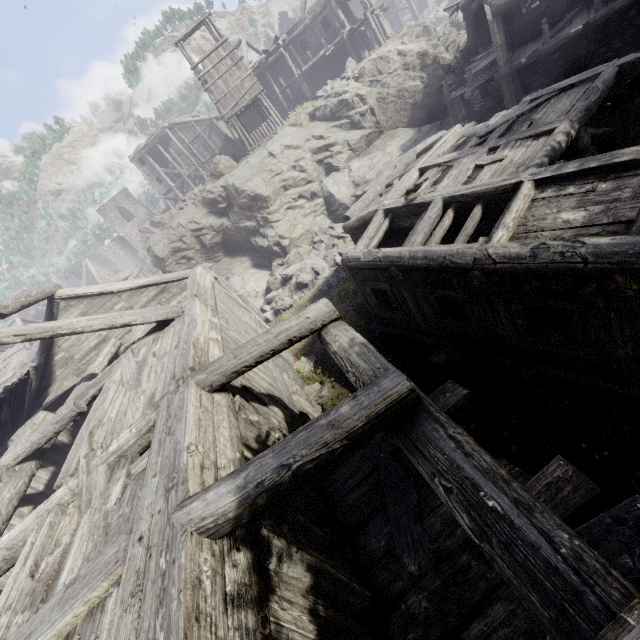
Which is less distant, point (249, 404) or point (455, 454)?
point (455, 454)

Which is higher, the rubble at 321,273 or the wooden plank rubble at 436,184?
the wooden plank rubble at 436,184

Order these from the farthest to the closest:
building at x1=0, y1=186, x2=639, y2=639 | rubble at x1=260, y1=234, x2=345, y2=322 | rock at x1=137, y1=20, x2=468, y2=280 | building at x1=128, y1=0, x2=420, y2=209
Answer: building at x1=128, y1=0, x2=420, y2=209
rock at x1=137, y1=20, x2=468, y2=280
rubble at x1=260, y1=234, x2=345, y2=322
building at x1=0, y1=186, x2=639, y2=639

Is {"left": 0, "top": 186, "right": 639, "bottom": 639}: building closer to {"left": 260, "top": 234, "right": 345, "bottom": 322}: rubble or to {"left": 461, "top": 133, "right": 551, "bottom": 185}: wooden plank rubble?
{"left": 461, "top": 133, "right": 551, "bottom": 185}: wooden plank rubble

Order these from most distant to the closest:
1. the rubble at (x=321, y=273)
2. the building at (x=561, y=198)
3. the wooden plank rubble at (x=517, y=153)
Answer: the rubble at (x=321, y=273) < the wooden plank rubble at (x=517, y=153) < the building at (x=561, y=198)

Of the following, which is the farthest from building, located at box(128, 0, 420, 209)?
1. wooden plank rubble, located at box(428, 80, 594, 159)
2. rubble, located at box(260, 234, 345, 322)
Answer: rubble, located at box(260, 234, 345, 322)

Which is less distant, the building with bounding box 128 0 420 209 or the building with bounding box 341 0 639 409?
the building with bounding box 341 0 639 409

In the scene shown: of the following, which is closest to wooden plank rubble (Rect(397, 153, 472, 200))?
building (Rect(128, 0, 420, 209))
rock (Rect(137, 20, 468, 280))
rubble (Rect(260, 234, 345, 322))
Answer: building (Rect(128, 0, 420, 209))
